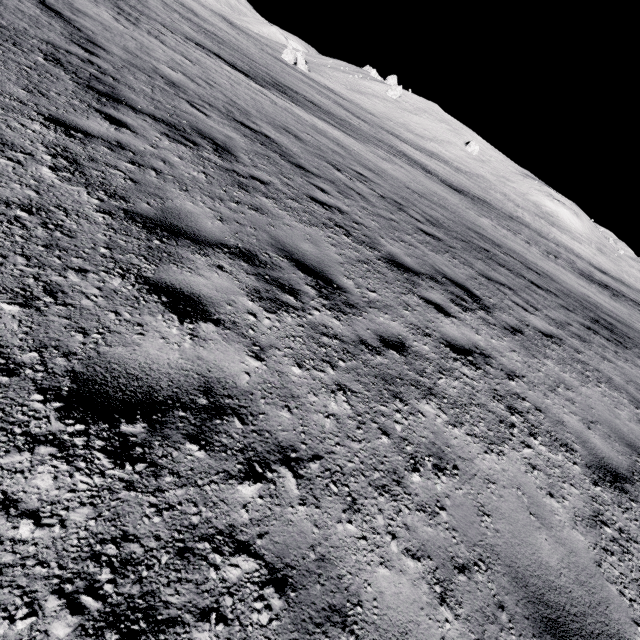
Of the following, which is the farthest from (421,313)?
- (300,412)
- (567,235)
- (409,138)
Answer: (567,235)
